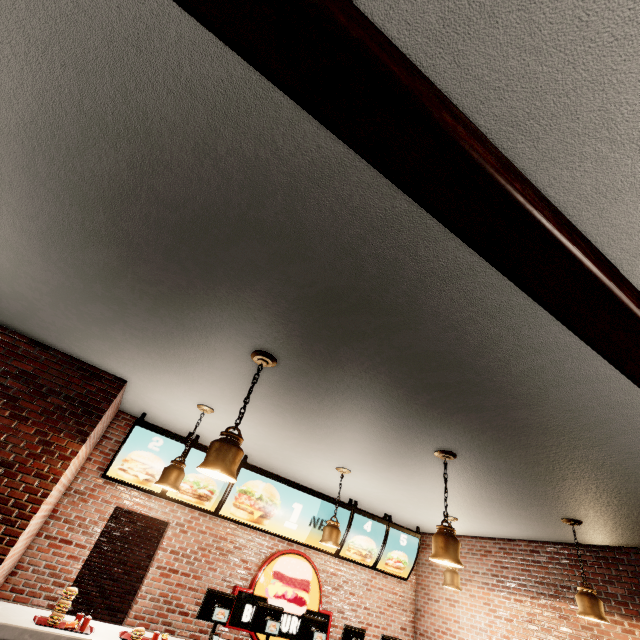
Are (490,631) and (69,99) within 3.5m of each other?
no
